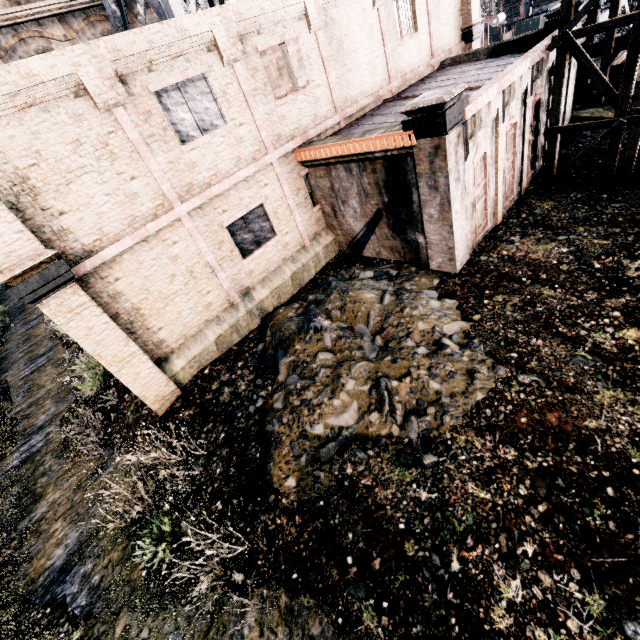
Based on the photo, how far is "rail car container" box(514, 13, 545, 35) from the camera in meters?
38.1

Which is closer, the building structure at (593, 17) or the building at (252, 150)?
the building at (252, 150)

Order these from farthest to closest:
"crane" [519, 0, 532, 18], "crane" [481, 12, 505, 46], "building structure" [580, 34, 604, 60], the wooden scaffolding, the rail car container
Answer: "crane" [519, 0, 532, 18] < the rail car container < "crane" [481, 12, 505, 46] < "building structure" [580, 34, 604, 60] < the wooden scaffolding

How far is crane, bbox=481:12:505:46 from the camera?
37.40m

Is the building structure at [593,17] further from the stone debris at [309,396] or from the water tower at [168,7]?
the stone debris at [309,396]

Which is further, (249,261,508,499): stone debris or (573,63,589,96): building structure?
(573,63,589,96): building structure

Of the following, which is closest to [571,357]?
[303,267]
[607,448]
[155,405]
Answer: [607,448]

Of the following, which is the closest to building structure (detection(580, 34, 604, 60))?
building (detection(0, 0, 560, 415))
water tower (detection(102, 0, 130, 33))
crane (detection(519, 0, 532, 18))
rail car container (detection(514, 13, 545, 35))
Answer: building (detection(0, 0, 560, 415))
